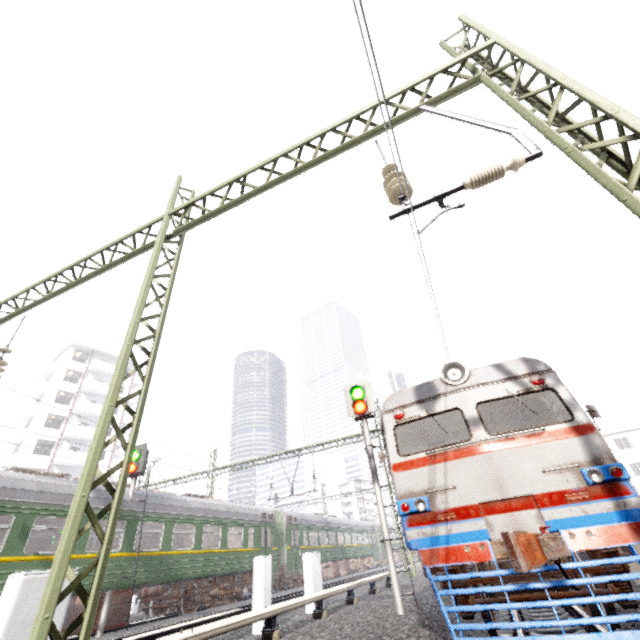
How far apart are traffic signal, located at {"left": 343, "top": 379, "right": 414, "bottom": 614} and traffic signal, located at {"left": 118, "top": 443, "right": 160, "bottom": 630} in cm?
896

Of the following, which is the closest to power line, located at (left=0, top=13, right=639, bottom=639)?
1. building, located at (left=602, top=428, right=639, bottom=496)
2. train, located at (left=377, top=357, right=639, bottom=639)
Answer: train, located at (left=377, top=357, right=639, bottom=639)

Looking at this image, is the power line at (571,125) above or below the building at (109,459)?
below

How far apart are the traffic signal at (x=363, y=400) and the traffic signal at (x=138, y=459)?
9.0m

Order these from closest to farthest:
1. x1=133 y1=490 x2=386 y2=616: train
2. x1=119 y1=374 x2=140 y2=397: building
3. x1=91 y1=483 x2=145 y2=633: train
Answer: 1. x1=91 y1=483 x2=145 y2=633: train
2. x1=133 y1=490 x2=386 y2=616: train
3. x1=119 y1=374 x2=140 y2=397: building

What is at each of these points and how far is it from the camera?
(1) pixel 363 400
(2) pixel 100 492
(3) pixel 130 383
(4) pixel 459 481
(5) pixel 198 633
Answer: (1) traffic signal, 10.54m
(2) train, 11.65m
(3) building, 47.38m
(4) train, 5.32m
(5) electrical rail conduit, 4.96m

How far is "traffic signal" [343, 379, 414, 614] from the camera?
7.85m

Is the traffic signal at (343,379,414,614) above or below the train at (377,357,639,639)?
above
